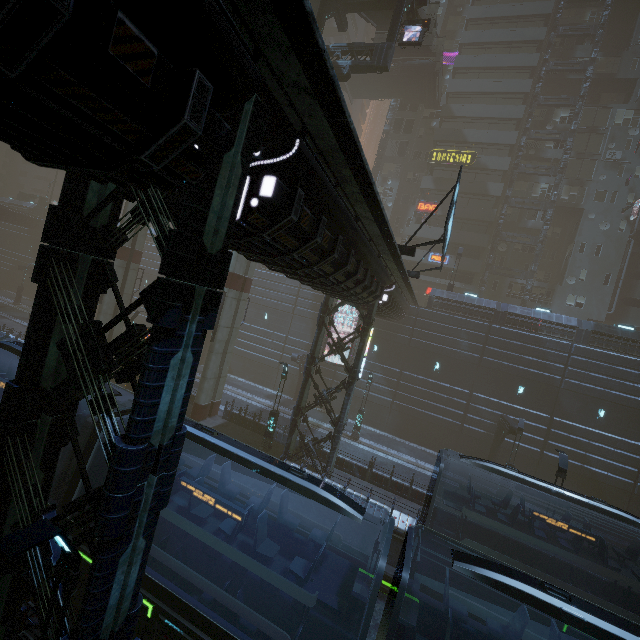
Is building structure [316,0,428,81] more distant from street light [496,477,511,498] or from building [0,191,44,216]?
street light [496,477,511,498]

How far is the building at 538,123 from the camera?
37.3m

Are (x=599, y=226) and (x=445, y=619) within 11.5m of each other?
no

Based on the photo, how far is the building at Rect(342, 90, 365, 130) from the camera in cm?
5253

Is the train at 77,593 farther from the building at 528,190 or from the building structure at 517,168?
the building structure at 517,168

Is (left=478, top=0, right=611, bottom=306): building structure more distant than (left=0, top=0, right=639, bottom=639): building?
Yes

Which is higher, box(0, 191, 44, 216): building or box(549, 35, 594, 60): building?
box(549, 35, 594, 60): building

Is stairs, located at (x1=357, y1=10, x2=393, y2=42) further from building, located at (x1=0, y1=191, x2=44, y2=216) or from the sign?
the sign
